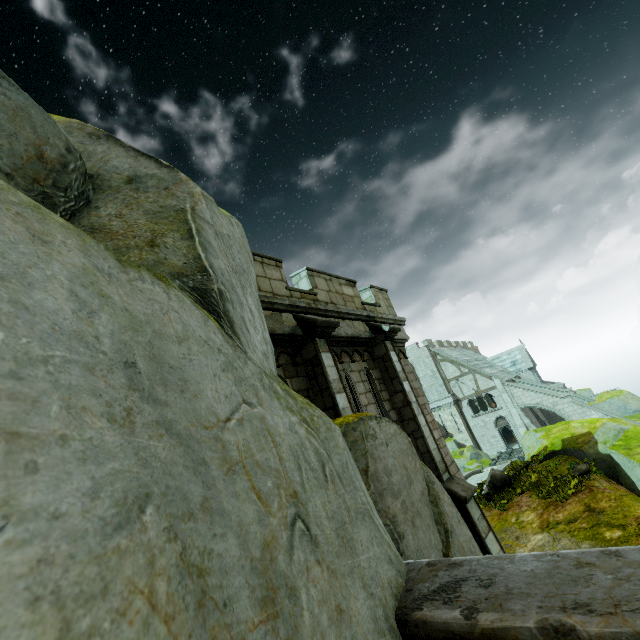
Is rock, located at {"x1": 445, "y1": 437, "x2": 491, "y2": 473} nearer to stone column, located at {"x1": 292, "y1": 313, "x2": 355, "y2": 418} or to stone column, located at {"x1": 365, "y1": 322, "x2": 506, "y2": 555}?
stone column, located at {"x1": 365, "y1": 322, "x2": 506, "y2": 555}

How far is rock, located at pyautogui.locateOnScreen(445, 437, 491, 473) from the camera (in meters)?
29.45

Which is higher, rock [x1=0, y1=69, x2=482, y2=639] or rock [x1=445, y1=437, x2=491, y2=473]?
rock [x1=0, y1=69, x2=482, y2=639]

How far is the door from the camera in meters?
28.3

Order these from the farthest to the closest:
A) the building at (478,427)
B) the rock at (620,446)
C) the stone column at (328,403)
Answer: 1. the building at (478,427)
2. the rock at (620,446)
3. the stone column at (328,403)

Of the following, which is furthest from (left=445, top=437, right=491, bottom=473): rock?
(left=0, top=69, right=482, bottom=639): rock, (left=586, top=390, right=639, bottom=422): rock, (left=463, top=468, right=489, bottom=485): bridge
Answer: (left=0, top=69, right=482, bottom=639): rock

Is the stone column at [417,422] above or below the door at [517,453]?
above

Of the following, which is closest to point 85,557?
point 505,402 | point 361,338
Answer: point 361,338
